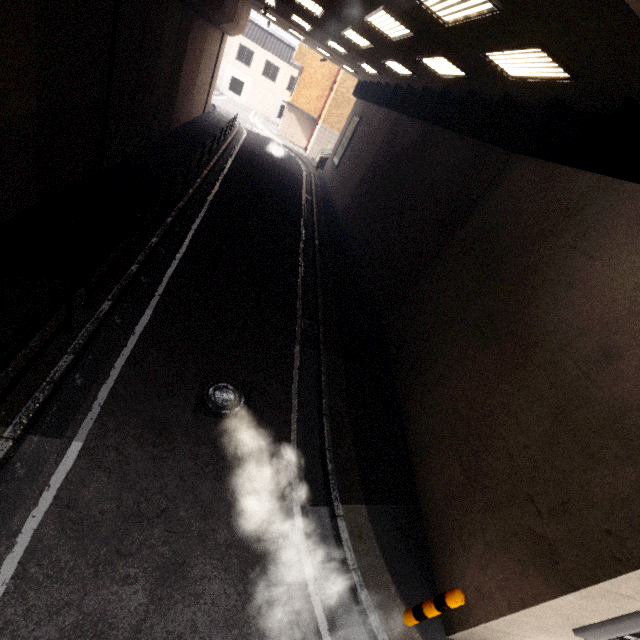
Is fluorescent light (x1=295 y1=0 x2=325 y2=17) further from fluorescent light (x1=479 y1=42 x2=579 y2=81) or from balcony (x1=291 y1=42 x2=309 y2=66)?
balcony (x1=291 y1=42 x2=309 y2=66)

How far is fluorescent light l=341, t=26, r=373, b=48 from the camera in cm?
1116

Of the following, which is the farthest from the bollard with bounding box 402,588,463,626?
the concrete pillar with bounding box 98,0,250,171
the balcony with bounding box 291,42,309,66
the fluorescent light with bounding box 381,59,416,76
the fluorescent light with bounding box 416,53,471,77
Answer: the balcony with bounding box 291,42,309,66

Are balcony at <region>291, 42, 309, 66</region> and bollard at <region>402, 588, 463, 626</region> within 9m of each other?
no

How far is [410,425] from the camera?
7.27m

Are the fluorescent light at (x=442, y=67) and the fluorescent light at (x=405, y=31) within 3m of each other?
yes

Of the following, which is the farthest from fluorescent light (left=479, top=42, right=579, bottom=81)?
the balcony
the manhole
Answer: the balcony

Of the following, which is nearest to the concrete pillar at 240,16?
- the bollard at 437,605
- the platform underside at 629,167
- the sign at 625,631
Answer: the platform underside at 629,167
